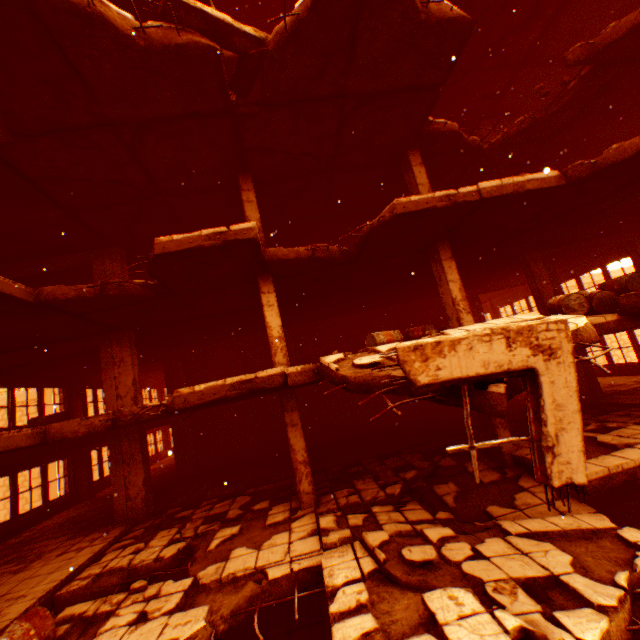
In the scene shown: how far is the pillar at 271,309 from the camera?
7.96m

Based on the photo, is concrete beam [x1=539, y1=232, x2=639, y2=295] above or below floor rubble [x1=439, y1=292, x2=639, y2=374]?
above

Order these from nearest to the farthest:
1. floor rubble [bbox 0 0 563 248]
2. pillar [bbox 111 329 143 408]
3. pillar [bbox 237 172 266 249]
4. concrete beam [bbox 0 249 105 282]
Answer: floor rubble [bbox 0 0 563 248], pillar [bbox 237 172 266 249], pillar [bbox 111 329 143 408], concrete beam [bbox 0 249 105 282]

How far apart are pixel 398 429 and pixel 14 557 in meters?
12.6

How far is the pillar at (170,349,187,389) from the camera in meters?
15.0 m

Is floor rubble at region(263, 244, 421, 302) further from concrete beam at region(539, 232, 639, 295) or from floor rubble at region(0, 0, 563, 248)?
concrete beam at region(539, 232, 639, 295)

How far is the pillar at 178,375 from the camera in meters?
15.0 m

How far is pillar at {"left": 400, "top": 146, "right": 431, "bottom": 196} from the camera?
9.30m
